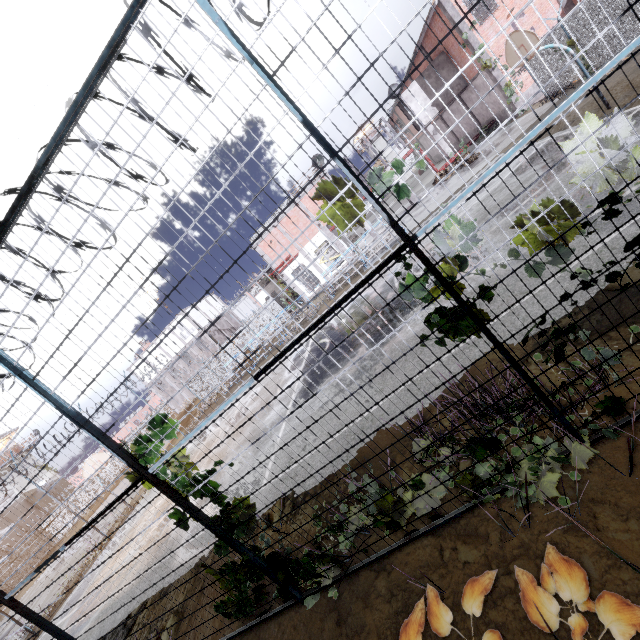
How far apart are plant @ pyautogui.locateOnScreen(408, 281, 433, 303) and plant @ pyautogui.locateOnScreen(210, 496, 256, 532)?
2.9m

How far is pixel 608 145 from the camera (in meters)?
2.47

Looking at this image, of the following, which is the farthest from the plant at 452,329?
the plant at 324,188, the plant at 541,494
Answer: the plant at 541,494

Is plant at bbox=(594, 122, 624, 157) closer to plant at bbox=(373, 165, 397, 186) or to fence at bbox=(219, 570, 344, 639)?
fence at bbox=(219, 570, 344, 639)

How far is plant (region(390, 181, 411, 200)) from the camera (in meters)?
2.81

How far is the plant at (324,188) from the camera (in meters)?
2.81

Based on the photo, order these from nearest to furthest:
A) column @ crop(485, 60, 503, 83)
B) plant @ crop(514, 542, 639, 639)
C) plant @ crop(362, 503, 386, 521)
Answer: plant @ crop(514, 542, 639, 639) < plant @ crop(362, 503, 386, 521) < column @ crop(485, 60, 503, 83)

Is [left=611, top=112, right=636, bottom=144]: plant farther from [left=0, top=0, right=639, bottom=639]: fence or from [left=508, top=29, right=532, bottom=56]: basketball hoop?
[left=508, top=29, right=532, bottom=56]: basketball hoop
